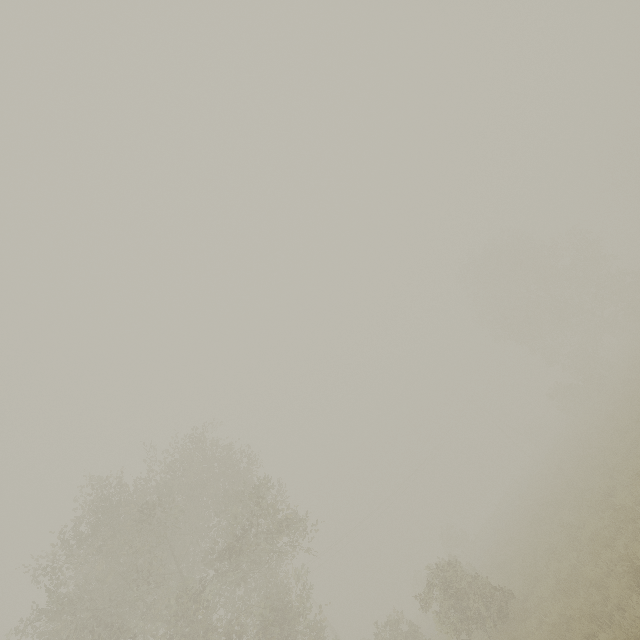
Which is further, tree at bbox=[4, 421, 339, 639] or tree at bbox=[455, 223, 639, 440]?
tree at bbox=[455, 223, 639, 440]

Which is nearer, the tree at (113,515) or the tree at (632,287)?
the tree at (113,515)

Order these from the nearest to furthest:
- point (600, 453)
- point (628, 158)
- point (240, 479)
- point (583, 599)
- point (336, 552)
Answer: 1. point (583, 599)
2. point (600, 453)
3. point (240, 479)
4. point (336, 552)
5. point (628, 158)
